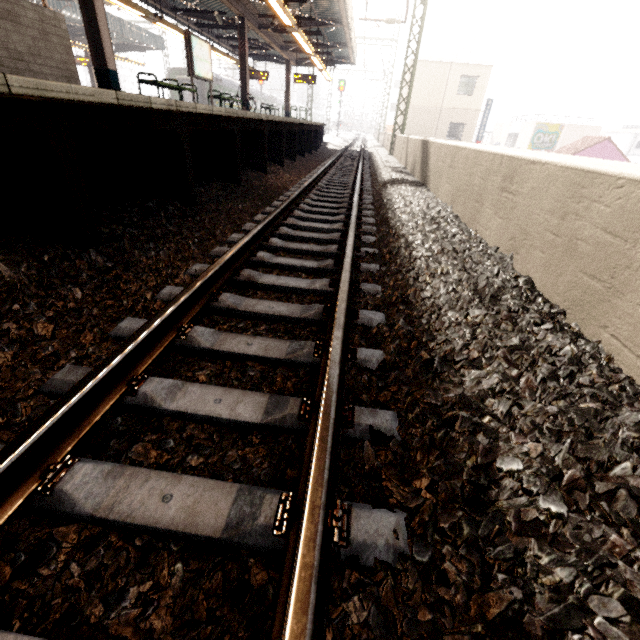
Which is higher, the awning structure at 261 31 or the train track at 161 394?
the awning structure at 261 31

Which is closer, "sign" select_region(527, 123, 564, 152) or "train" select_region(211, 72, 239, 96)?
"train" select_region(211, 72, 239, 96)

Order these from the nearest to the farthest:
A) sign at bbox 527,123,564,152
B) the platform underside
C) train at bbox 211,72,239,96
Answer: the platform underside → train at bbox 211,72,239,96 → sign at bbox 527,123,564,152

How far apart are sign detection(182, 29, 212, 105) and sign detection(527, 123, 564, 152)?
32.39m

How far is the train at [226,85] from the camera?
27.8 meters

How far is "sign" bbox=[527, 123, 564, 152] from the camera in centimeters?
3050cm

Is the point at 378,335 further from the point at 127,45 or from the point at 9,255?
the point at 127,45

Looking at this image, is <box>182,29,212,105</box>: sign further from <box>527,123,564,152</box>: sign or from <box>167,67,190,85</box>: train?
<box>527,123,564,152</box>: sign
